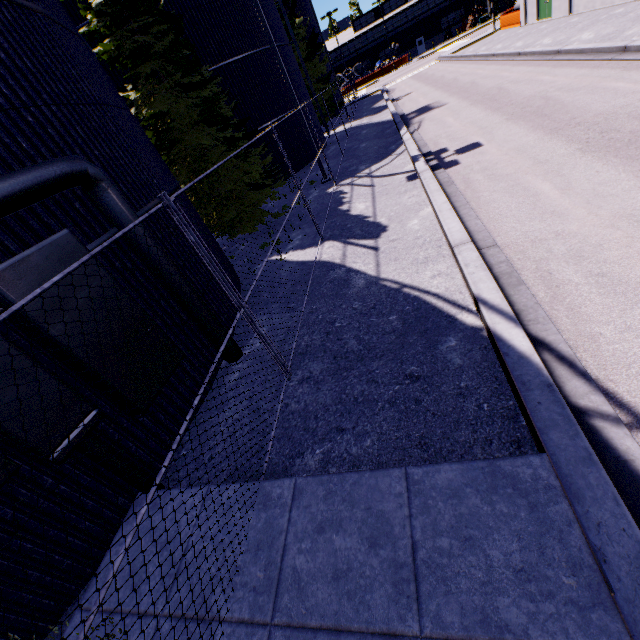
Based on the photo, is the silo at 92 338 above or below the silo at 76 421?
above

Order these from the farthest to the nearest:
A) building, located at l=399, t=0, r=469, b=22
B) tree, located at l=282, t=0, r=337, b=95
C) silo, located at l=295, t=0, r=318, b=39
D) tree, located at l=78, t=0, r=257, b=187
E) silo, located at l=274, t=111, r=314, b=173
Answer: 1. building, located at l=399, t=0, r=469, b=22
2. silo, located at l=295, t=0, r=318, b=39
3. tree, located at l=282, t=0, r=337, b=95
4. silo, located at l=274, t=111, r=314, b=173
5. tree, located at l=78, t=0, r=257, b=187

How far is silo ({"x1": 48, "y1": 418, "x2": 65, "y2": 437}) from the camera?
3.5m

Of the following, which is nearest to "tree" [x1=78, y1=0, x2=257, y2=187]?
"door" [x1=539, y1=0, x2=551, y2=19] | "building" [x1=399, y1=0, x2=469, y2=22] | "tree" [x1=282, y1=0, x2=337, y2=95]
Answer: "tree" [x1=282, y1=0, x2=337, y2=95]

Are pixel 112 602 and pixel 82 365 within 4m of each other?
yes

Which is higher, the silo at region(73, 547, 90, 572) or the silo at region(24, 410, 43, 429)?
the silo at region(24, 410, 43, 429)

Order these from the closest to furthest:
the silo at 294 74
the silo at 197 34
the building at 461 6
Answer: the silo at 197 34
the silo at 294 74
the building at 461 6
